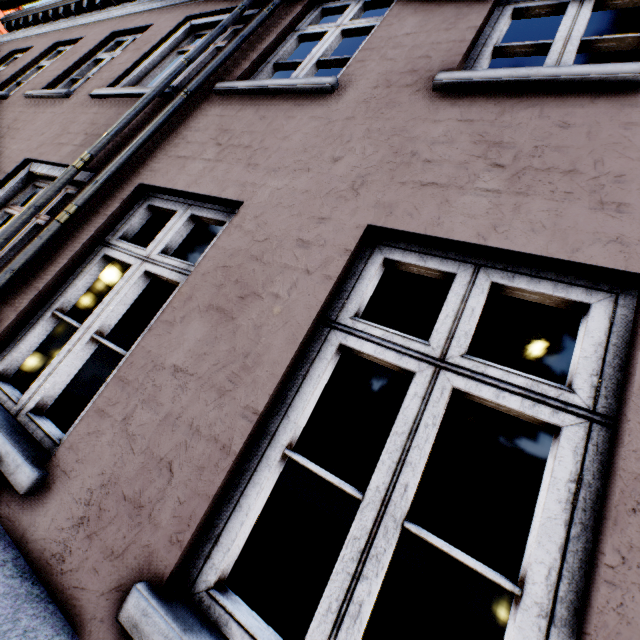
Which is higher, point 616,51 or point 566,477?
point 616,51
